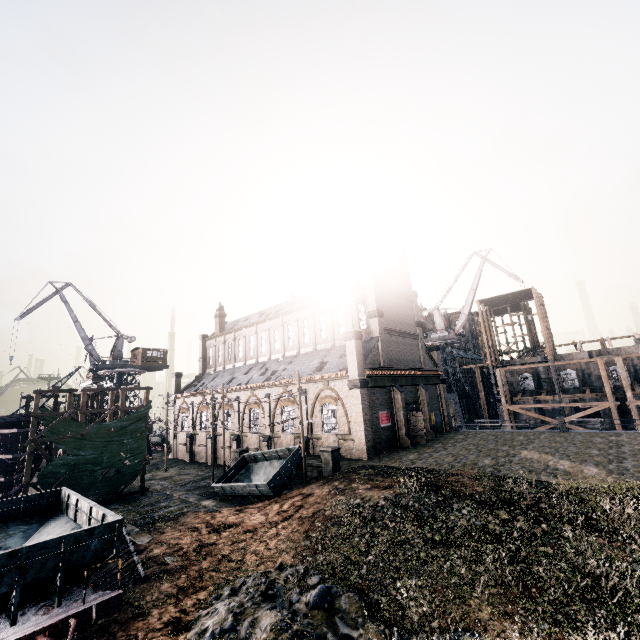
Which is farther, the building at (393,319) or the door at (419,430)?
the door at (419,430)

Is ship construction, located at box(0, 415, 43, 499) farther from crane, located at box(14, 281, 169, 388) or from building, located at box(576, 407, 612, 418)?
crane, located at box(14, 281, 169, 388)

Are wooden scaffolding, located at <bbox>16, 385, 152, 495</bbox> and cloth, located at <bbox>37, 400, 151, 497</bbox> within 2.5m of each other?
yes

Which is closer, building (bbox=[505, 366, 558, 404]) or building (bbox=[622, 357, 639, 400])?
building (bbox=[622, 357, 639, 400])

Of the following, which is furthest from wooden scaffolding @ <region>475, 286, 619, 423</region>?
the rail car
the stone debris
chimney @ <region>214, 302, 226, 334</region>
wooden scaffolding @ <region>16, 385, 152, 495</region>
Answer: the rail car

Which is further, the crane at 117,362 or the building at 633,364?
the crane at 117,362

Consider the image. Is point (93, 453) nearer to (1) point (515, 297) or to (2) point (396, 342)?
(2) point (396, 342)

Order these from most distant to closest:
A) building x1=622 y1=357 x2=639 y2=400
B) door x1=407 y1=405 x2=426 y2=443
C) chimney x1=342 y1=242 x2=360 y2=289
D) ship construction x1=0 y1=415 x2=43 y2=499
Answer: building x1=622 y1=357 x2=639 y2=400 → chimney x1=342 y1=242 x2=360 y2=289 → door x1=407 y1=405 x2=426 y2=443 → ship construction x1=0 y1=415 x2=43 y2=499
